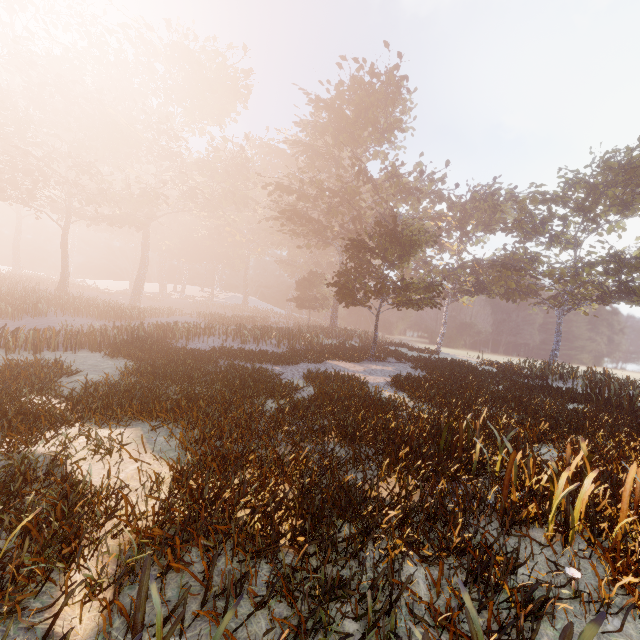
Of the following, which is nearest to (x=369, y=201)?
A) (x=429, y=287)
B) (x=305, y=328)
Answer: (x=305, y=328)
